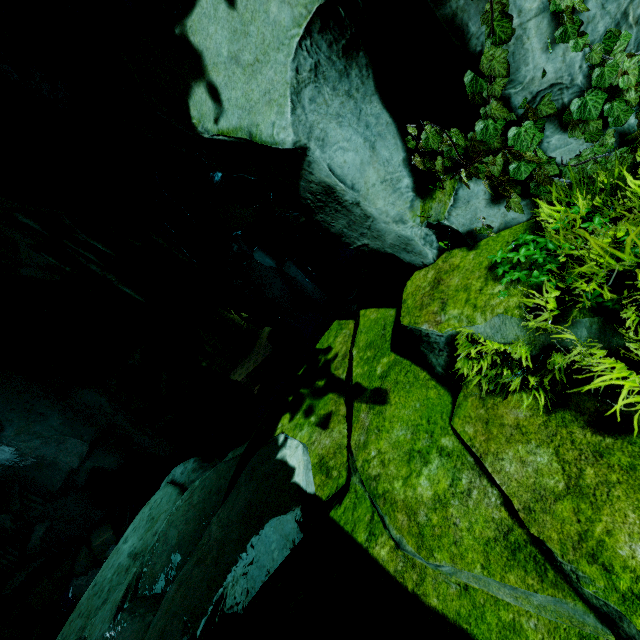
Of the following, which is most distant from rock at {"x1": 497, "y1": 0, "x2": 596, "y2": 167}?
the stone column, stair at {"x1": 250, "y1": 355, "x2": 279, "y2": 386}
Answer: stair at {"x1": 250, "y1": 355, "x2": 279, "y2": 386}

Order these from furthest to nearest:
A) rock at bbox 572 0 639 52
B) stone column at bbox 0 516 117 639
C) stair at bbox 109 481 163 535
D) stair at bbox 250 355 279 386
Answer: stair at bbox 250 355 279 386 → stair at bbox 109 481 163 535 → stone column at bbox 0 516 117 639 → rock at bbox 572 0 639 52

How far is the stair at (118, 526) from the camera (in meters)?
15.55

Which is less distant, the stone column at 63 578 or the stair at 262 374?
the stone column at 63 578

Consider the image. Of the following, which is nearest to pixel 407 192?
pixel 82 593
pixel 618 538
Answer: pixel 618 538

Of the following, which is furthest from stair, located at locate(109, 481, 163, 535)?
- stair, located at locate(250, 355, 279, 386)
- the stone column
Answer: stair, located at locate(250, 355, 279, 386)

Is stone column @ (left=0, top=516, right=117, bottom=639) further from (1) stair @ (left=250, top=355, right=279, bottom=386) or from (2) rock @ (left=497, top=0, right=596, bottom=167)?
(1) stair @ (left=250, top=355, right=279, bottom=386)
